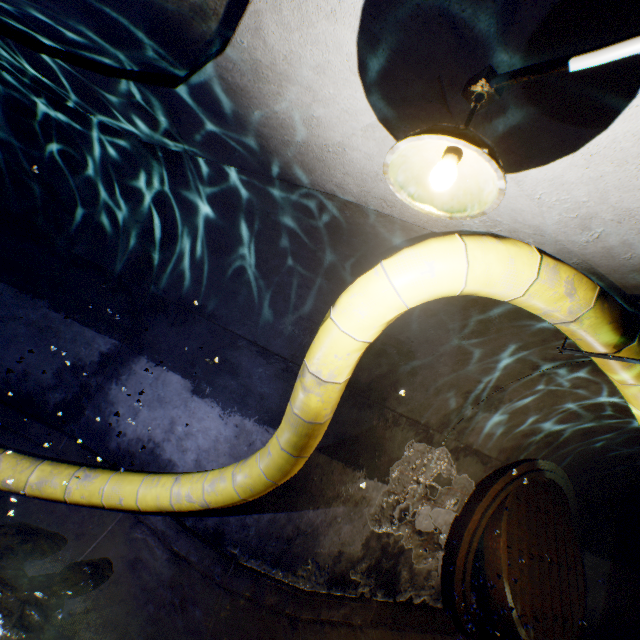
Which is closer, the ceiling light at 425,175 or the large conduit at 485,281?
the ceiling light at 425,175

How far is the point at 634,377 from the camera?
2.6 meters

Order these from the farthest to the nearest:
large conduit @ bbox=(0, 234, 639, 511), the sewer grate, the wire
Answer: the sewer grate
large conduit @ bbox=(0, 234, 639, 511)
the wire

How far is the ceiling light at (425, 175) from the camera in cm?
109

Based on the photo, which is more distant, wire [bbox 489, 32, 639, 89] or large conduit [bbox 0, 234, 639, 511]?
large conduit [bbox 0, 234, 639, 511]

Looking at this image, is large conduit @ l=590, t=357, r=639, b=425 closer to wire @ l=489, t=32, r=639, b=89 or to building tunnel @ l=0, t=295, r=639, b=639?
building tunnel @ l=0, t=295, r=639, b=639

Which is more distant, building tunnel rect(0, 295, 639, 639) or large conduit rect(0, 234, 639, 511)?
building tunnel rect(0, 295, 639, 639)

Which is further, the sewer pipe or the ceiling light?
the sewer pipe
